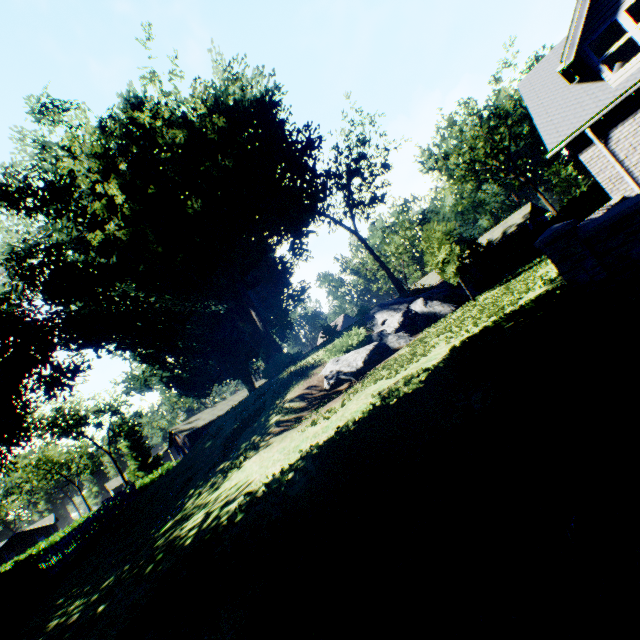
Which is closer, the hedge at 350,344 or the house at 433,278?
the hedge at 350,344

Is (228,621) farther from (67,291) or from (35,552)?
(35,552)

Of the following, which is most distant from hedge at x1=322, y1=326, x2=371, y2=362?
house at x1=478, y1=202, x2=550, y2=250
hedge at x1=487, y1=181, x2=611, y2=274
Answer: house at x1=478, y1=202, x2=550, y2=250

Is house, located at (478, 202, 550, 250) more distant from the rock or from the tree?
the tree

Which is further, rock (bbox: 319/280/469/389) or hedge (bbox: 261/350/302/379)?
hedge (bbox: 261/350/302/379)

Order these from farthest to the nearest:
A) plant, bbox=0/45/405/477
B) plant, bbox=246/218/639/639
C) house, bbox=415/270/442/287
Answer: house, bbox=415/270/442/287 < plant, bbox=0/45/405/477 < plant, bbox=246/218/639/639

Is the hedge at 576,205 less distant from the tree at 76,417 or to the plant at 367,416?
the plant at 367,416

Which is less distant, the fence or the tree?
the fence
